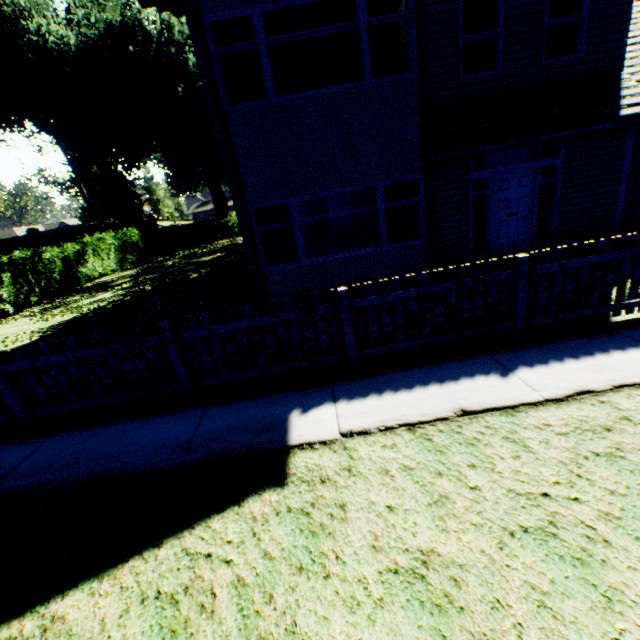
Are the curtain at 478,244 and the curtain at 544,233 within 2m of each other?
yes

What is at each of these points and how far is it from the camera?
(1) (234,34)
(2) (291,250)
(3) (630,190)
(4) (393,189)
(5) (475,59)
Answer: (1) curtain, 6.71m
(2) curtain, 8.36m
(3) garage door, 9.03m
(4) curtain, 7.92m
(5) curtain, 8.04m

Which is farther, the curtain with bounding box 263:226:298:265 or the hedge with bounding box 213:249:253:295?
the hedge with bounding box 213:249:253:295

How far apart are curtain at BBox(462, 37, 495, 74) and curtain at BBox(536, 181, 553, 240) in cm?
327

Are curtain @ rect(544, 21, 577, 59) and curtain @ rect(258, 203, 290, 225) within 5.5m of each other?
no

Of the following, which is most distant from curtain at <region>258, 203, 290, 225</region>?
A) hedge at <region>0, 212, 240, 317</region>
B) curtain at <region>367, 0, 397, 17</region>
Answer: hedge at <region>0, 212, 240, 317</region>

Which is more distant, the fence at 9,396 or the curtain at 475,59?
the curtain at 475,59

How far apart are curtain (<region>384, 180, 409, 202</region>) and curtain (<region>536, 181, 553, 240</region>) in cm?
391
